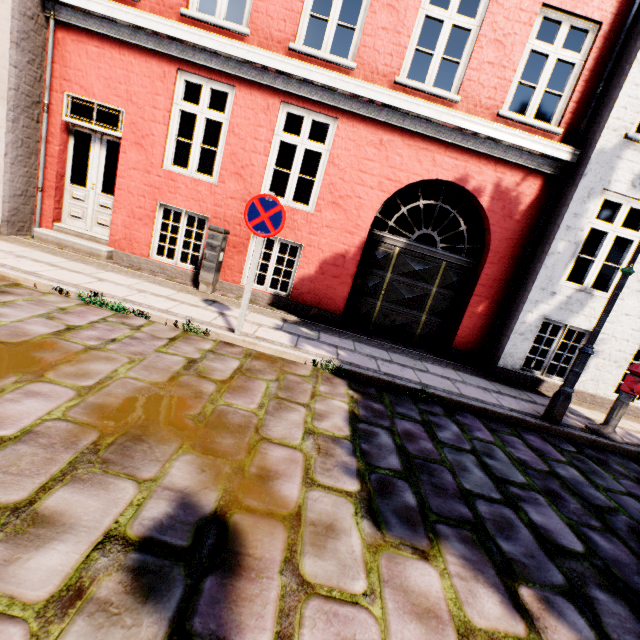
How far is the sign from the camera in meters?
4.1 m

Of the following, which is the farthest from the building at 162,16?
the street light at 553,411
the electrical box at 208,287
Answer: the electrical box at 208,287

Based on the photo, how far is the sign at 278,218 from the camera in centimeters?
407cm

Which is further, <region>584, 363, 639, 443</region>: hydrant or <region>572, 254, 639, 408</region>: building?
<region>572, 254, 639, 408</region>: building

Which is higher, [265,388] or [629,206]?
[629,206]

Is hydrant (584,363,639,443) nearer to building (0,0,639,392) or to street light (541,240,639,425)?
street light (541,240,639,425)

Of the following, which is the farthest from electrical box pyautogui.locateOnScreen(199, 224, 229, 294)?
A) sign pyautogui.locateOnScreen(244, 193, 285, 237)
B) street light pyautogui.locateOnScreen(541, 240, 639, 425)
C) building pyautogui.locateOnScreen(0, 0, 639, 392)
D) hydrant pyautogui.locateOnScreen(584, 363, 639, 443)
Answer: building pyautogui.locateOnScreen(0, 0, 639, 392)

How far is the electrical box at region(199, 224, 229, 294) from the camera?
5.98m
